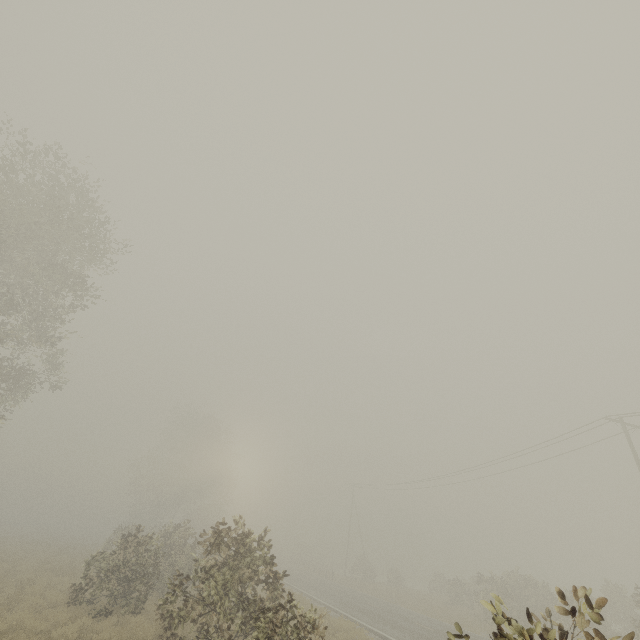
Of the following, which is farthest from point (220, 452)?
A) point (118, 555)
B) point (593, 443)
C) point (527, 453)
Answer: point (593, 443)
